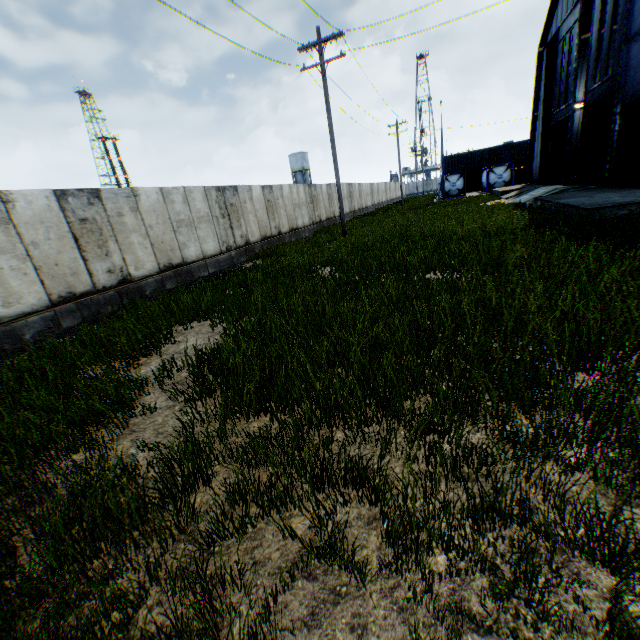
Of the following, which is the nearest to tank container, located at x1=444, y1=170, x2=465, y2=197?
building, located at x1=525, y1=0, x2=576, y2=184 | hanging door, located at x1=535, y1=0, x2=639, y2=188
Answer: building, located at x1=525, y1=0, x2=576, y2=184

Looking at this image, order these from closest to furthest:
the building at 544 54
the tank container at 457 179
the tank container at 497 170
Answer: the building at 544 54 < the tank container at 497 170 < the tank container at 457 179

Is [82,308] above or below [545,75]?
below

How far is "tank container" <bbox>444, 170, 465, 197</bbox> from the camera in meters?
40.4

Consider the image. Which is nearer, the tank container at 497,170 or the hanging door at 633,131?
the hanging door at 633,131

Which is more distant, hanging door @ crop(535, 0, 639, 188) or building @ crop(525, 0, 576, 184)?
building @ crop(525, 0, 576, 184)

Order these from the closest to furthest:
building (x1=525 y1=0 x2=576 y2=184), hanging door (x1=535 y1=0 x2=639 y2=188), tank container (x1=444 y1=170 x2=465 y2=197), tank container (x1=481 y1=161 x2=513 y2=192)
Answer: hanging door (x1=535 y1=0 x2=639 y2=188) → building (x1=525 y1=0 x2=576 y2=184) → tank container (x1=481 y1=161 x2=513 y2=192) → tank container (x1=444 y1=170 x2=465 y2=197)
